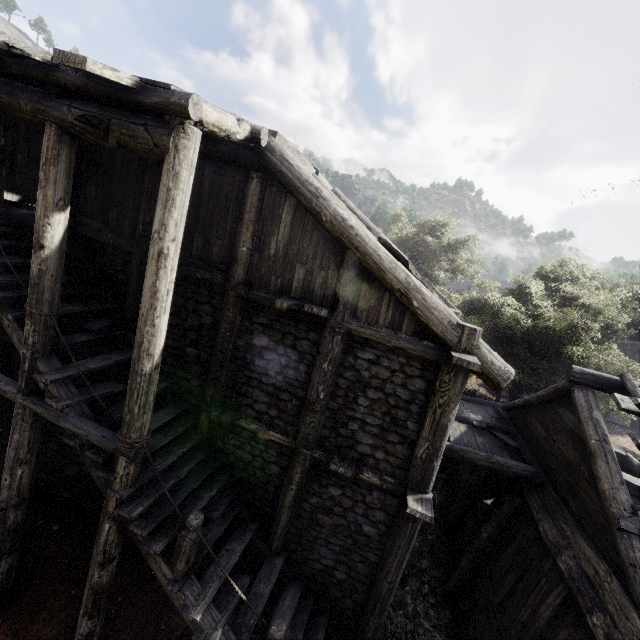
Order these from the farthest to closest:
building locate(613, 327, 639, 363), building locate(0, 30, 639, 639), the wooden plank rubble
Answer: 1. building locate(613, 327, 639, 363)
2. the wooden plank rubble
3. building locate(0, 30, 639, 639)

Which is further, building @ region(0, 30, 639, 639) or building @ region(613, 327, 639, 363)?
building @ region(613, 327, 639, 363)

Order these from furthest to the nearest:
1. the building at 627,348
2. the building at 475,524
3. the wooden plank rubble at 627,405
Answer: the building at 627,348
the wooden plank rubble at 627,405
the building at 475,524

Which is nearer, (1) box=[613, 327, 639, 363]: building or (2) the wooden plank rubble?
(2) the wooden plank rubble

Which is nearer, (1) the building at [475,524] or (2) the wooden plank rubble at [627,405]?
(1) the building at [475,524]

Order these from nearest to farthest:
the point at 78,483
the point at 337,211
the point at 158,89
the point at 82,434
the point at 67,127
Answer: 1. the point at 158,89
2. the point at 67,127
3. the point at 82,434
4. the point at 337,211
5. the point at 78,483
